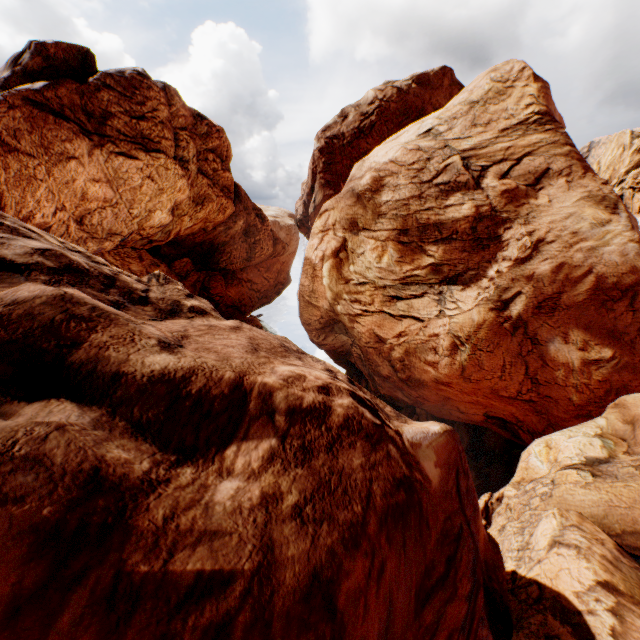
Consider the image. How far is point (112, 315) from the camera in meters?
5.7 m
